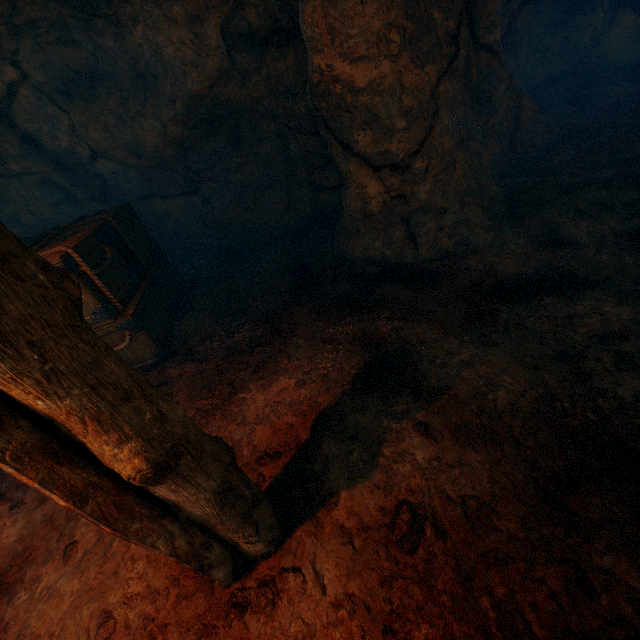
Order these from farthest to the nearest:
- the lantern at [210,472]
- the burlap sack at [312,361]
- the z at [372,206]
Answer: the z at [372,206] → the burlap sack at [312,361] → the lantern at [210,472]

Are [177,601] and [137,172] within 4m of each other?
no

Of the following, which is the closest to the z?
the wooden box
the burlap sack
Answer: the burlap sack

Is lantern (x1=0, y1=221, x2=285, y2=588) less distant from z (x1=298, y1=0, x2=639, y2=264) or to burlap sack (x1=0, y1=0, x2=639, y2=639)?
burlap sack (x1=0, y1=0, x2=639, y2=639)

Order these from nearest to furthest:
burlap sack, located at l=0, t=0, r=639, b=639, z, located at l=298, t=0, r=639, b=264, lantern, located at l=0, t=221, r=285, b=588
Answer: lantern, located at l=0, t=221, r=285, b=588 → burlap sack, located at l=0, t=0, r=639, b=639 → z, located at l=298, t=0, r=639, b=264

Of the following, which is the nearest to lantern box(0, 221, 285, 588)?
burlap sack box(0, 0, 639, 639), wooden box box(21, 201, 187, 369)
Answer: burlap sack box(0, 0, 639, 639)

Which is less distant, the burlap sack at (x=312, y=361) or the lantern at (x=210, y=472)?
the lantern at (x=210, y=472)

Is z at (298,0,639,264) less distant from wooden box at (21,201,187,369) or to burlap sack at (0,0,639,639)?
burlap sack at (0,0,639,639)
